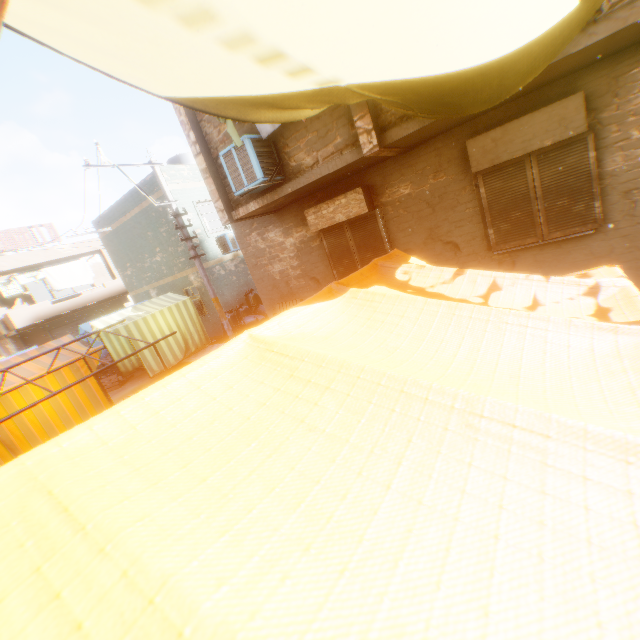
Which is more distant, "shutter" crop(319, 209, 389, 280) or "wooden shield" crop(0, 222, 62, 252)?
"wooden shield" crop(0, 222, 62, 252)

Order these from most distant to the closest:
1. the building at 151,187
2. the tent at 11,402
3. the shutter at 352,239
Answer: the building at 151,187 < the shutter at 352,239 < the tent at 11,402

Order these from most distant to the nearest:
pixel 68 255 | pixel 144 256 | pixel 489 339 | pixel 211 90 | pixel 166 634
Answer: pixel 68 255
pixel 144 256
pixel 211 90
pixel 489 339
pixel 166 634

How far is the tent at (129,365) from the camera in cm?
1302

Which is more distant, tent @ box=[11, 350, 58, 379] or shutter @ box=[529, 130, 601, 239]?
tent @ box=[11, 350, 58, 379]

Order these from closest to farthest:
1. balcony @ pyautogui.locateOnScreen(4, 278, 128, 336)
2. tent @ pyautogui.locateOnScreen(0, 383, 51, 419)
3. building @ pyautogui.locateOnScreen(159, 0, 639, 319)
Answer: building @ pyautogui.locateOnScreen(159, 0, 639, 319)
tent @ pyautogui.locateOnScreen(0, 383, 51, 419)
balcony @ pyautogui.locateOnScreen(4, 278, 128, 336)

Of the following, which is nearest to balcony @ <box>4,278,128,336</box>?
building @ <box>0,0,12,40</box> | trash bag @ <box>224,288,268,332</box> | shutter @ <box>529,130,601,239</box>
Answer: building @ <box>0,0,12,40</box>

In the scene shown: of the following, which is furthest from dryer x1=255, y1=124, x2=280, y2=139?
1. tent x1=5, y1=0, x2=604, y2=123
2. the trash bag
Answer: the trash bag
